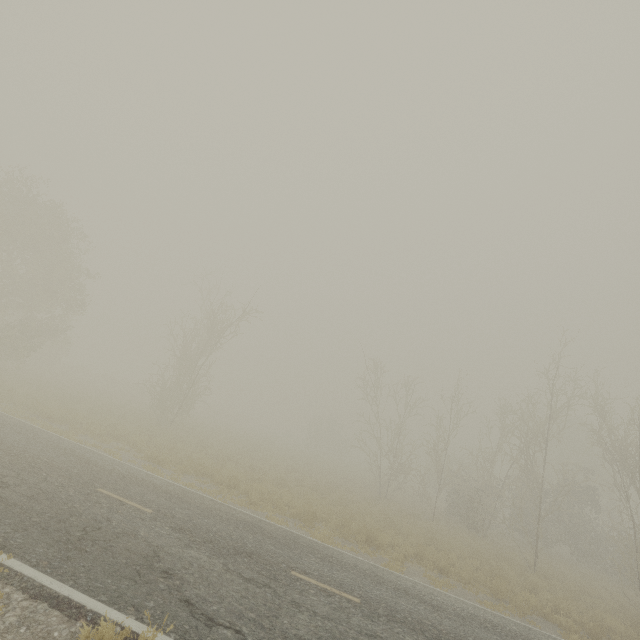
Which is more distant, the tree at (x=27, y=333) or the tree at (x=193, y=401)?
the tree at (x=193, y=401)

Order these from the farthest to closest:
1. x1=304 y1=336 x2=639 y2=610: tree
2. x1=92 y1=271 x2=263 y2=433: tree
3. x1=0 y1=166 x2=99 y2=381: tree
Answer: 1. x1=92 y1=271 x2=263 y2=433: tree
2. x1=0 y1=166 x2=99 y2=381: tree
3. x1=304 y1=336 x2=639 y2=610: tree

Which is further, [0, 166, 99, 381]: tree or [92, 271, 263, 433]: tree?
[92, 271, 263, 433]: tree

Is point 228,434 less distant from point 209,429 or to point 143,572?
point 209,429

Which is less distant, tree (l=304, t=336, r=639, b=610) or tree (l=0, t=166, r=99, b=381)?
tree (l=304, t=336, r=639, b=610)

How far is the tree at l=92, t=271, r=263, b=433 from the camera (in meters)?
24.34

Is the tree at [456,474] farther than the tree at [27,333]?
No
